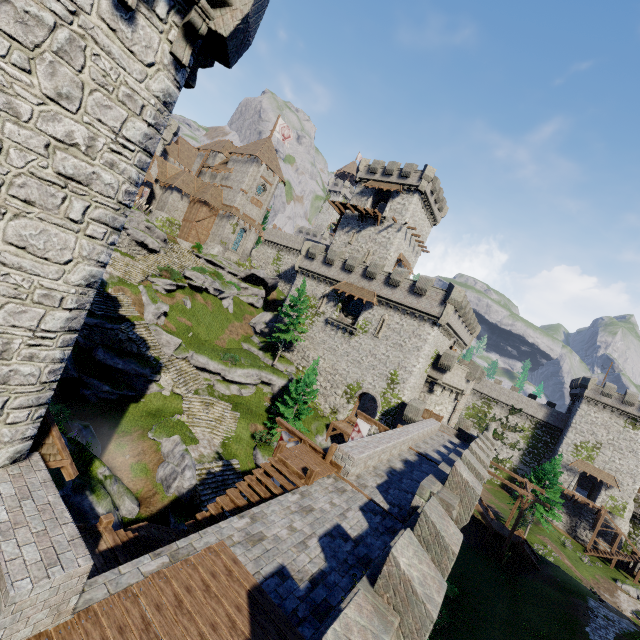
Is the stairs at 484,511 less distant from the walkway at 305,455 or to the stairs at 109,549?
the walkway at 305,455

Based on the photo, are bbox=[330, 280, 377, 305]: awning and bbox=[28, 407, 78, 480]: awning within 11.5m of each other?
no

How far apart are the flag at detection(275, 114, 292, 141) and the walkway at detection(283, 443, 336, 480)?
50.8 meters

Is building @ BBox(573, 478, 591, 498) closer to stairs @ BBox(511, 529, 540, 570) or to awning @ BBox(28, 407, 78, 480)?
stairs @ BBox(511, 529, 540, 570)

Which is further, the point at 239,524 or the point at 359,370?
the point at 359,370

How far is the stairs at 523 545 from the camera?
31.7m

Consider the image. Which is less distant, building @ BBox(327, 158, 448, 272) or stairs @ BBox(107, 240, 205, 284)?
stairs @ BBox(107, 240, 205, 284)

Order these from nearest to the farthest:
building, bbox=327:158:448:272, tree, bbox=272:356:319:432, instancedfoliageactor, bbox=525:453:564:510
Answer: tree, bbox=272:356:319:432, instancedfoliageactor, bbox=525:453:564:510, building, bbox=327:158:448:272
